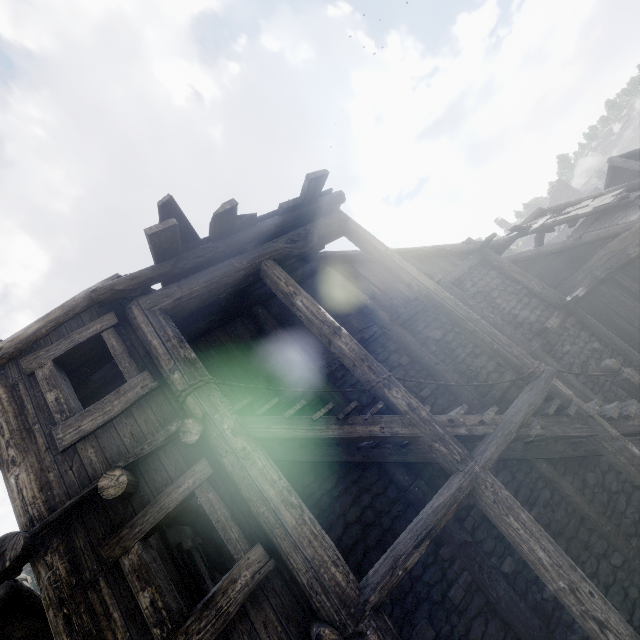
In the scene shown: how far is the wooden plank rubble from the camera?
11.0 meters

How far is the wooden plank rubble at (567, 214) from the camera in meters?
11.0 m

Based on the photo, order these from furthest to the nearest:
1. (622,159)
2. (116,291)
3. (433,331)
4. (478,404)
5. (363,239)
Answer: (622,159), (433,331), (478,404), (363,239), (116,291)

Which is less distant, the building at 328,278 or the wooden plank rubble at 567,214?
the building at 328,278

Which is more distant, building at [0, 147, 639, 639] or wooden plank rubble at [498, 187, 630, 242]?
wooden plank rubble at [498, 187, 630, 242]
